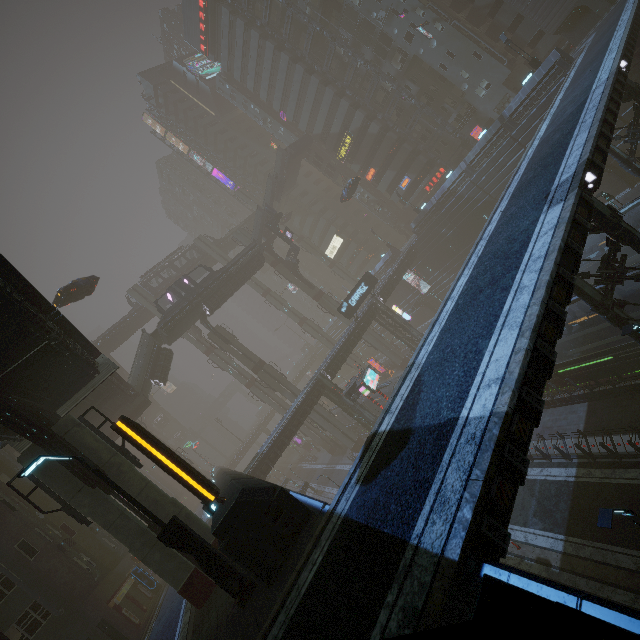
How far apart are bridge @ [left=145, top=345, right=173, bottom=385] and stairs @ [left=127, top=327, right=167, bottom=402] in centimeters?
0cm

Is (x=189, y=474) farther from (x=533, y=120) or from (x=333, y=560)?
(x=533, y=120)

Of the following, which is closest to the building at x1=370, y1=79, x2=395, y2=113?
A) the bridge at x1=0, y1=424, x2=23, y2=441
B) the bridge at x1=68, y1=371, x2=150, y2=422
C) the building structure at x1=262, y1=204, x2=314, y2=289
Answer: the bridge at x1=68, y1=371, x2=150, y2=422

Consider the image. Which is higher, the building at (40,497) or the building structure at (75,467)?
the building at (40,497)

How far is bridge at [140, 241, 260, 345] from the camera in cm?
3912

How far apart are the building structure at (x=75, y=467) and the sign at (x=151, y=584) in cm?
2139

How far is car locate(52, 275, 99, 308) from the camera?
25.12m

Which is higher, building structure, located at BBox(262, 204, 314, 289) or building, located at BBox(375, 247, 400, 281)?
building structure, located at BBox(262, 204, 314, 289)
